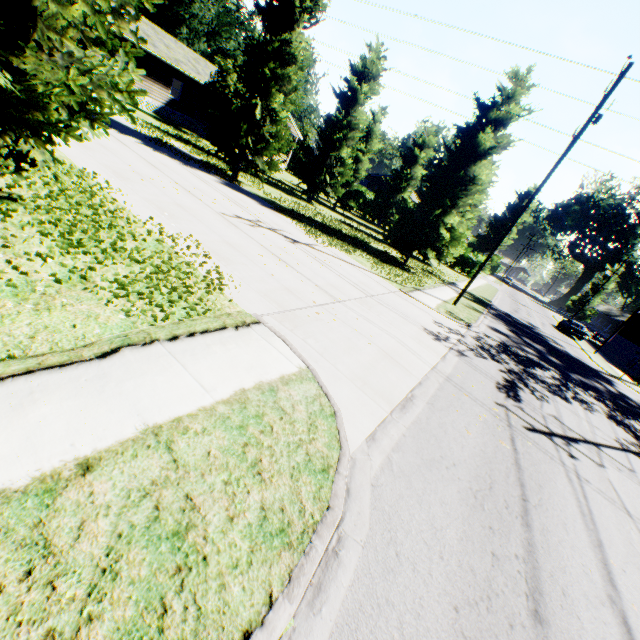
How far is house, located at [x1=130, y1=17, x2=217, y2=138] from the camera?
27.30m

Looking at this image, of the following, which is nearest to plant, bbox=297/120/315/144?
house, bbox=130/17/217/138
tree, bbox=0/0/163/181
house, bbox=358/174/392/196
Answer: house, bbox=358/174/392/196

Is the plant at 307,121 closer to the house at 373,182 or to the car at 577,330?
the house at 373,182

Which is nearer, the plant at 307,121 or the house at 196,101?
the house at 196,101

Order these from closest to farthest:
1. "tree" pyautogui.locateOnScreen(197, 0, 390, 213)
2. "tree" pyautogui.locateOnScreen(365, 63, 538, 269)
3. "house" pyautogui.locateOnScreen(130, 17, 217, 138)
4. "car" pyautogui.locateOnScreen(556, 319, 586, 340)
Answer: "tree" pyautogui.locateOnScreen(197, 0, 390, 213) < "tree" pyautogui.locateOnScreen(365, 63, 538, 269) < "house" pyautogui.locateOnScreen(130, 17, 217, 138) < "car" pyautogui.locateOnScreen(556, 319, 586, 340)

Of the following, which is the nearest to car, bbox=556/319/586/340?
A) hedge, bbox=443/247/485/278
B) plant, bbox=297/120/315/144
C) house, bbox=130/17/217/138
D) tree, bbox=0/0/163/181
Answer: hedge, bbox=443/247/485/278

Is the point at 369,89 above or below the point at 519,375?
above

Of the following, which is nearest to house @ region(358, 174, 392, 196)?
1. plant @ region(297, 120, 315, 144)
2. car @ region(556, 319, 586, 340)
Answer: plant @ region(297, 120, 315, 144)
